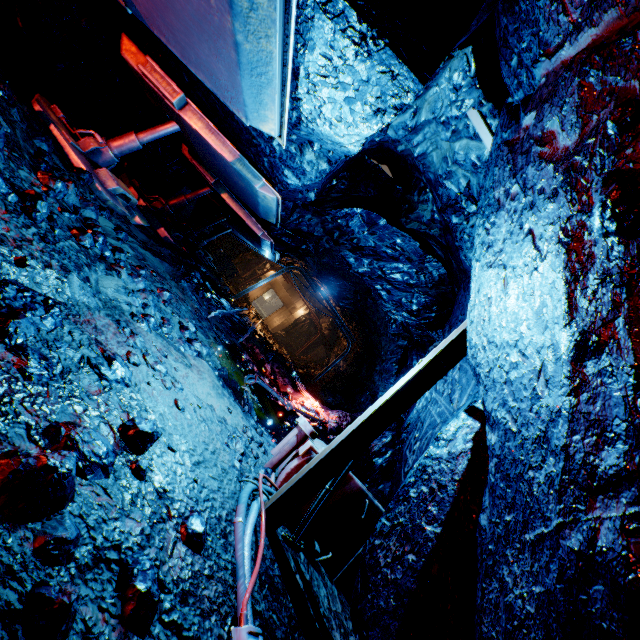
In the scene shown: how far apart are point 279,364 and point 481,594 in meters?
9.6 m

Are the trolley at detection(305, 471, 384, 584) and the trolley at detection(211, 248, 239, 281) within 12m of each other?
no

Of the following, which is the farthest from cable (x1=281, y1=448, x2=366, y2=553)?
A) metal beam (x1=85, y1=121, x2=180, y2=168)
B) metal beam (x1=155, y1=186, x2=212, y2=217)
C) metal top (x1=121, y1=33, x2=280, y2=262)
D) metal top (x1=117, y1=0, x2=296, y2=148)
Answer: metal beam (x1=155, y1=186, x2=212, y2=217)

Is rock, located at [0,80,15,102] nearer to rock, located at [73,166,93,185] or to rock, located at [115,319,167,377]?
rock, located at [115,319,167,377]

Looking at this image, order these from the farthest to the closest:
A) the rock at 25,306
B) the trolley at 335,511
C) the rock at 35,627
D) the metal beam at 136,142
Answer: the metal beam at 136,142
the trolley at 335,511
the rock at 25,306
the rock at 35,627

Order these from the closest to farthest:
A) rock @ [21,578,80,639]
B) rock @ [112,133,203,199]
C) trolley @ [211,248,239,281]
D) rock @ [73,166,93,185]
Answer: rock @ [21,578,80,639] < rock @ [73,166,93,185] < rock @ [112,133,203,199] < trolley @ [211,248,239,281]

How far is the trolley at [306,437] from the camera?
3.4m

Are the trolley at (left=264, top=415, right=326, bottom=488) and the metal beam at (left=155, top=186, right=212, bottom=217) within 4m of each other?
no
